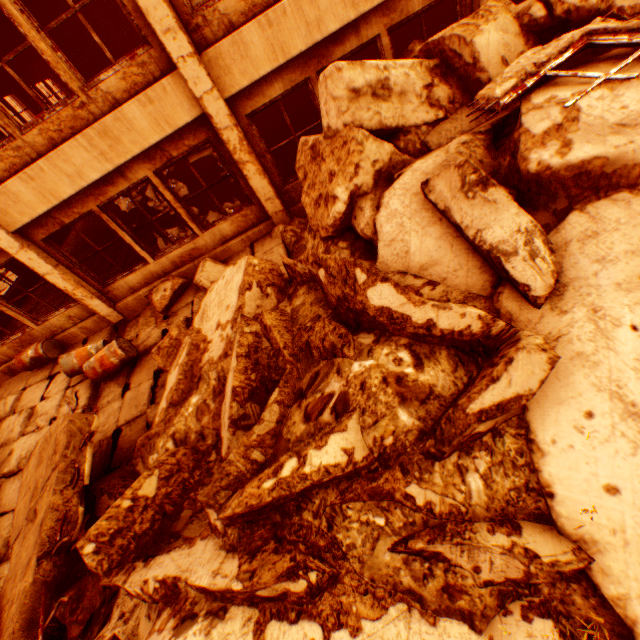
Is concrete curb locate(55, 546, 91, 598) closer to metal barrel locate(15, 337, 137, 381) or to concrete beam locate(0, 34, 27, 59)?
metal barrel locate(15, 337, 137, 381)

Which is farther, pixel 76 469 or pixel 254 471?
pixel 76 469

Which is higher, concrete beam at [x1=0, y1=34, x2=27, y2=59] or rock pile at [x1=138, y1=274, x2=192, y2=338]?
concrete beam at [x1=0, y1=34, x2=27, y2=59]

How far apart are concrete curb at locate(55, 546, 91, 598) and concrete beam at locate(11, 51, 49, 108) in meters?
20.2 m

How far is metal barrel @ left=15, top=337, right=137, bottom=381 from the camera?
6.6 meters

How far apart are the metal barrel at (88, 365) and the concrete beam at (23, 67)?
16.3 meters

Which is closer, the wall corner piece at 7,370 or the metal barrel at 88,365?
the metal barrel at 88,365

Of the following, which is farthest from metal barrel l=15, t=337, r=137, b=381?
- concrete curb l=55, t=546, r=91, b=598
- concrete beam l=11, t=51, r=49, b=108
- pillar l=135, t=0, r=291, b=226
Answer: concrete beam l=11, t=51, r=49, b=108
